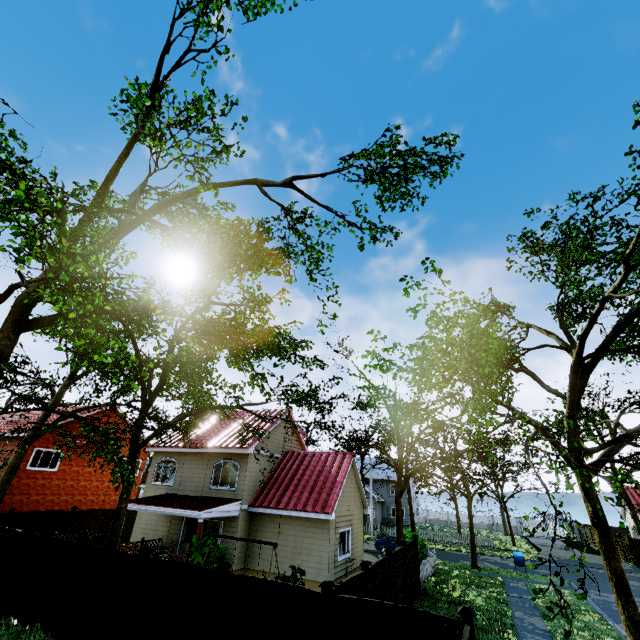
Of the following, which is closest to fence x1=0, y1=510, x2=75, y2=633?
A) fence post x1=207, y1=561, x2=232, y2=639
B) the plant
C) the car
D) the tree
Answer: fence post x1=207, y1=561, x2=232, y2=639

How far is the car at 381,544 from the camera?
26.7 meters

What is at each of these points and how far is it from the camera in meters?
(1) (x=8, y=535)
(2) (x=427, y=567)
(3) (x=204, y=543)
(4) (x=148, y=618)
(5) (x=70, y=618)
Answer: (1) fence, 12.5
(2) fence, 19.2
(3) plant, 14.6
(4) fence, 8.8
(5) fence, 9.8

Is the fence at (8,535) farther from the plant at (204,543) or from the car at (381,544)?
the plant at (204,543)

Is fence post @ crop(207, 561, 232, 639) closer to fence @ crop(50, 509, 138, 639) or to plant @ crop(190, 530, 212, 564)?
fence @ crop(50, 509, 138, 639)

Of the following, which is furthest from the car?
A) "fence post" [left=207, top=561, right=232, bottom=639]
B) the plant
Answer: Answer: "fence post" [left=207, top=561, right=232, bottom=639]

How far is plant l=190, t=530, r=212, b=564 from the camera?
14.2 meters

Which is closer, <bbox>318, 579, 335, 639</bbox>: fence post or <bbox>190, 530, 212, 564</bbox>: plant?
<bbox>318, 579, 335, 639</bbox>: fence post
